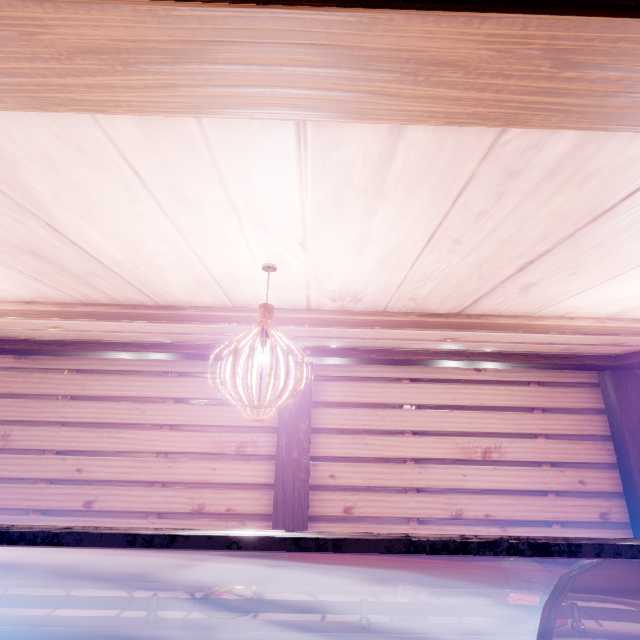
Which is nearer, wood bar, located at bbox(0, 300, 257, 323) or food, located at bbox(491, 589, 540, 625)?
food, located at bbox(491, 589, 540, 625)

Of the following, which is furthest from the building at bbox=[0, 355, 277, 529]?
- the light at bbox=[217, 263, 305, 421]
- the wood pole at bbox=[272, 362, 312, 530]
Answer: the light at bbox=[217, 263, 305, 421]

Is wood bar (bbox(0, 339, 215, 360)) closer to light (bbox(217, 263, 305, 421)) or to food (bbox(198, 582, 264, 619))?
light (bbox(217, 263, 305, 421))

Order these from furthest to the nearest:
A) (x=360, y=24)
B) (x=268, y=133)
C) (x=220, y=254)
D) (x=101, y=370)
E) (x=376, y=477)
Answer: (x=101, y=370) < (x=376, y=477) < (x=220, y=254) < (x=268, y=133) < (x=360, y=24)

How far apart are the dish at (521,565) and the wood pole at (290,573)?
4.01m

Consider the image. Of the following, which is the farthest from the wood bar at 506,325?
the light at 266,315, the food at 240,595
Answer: the food at 240,595

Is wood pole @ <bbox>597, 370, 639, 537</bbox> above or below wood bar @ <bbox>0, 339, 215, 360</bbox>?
below

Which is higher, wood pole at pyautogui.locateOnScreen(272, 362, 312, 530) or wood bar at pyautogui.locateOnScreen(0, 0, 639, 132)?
wood bar at pyautogui.locateOnScreen(0, 0, 639, 132)
